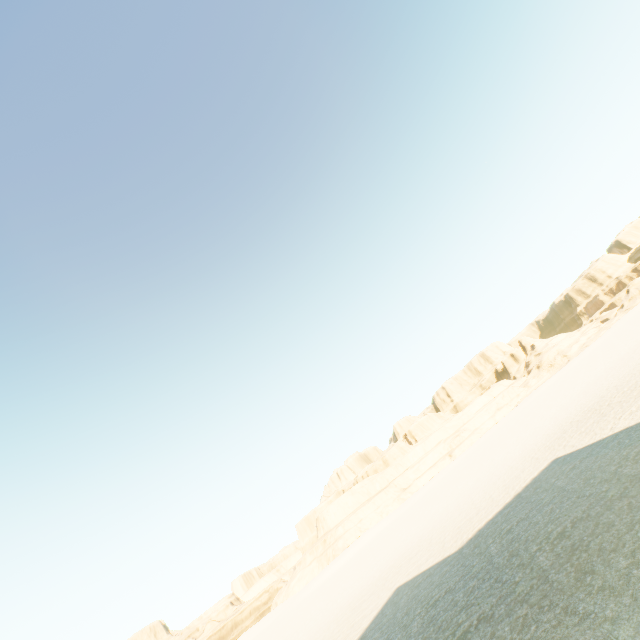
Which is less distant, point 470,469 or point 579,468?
point 579,468
